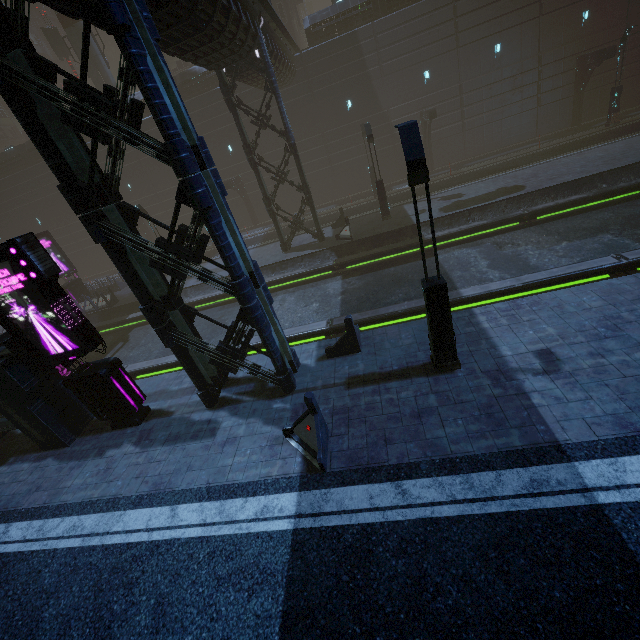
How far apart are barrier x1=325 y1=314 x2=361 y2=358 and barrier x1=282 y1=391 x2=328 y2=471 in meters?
2.7

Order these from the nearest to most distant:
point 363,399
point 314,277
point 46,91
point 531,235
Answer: point 46,91 → point 363,399 → point 531,235 → point 314,277

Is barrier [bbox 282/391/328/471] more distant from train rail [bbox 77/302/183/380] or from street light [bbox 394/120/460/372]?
train rail [bbox 77/302/183/380]

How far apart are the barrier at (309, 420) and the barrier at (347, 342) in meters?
2.7 m

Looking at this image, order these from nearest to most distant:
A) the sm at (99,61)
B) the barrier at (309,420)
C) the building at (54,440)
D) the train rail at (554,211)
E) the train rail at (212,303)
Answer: the barrier at (309,420)
the building at (54,440)
the train rail at (554,211)
the train rail at (212,303)
the sm at (99,61)

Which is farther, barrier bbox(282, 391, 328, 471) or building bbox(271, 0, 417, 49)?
building bbox(271, 0, 417, 49)

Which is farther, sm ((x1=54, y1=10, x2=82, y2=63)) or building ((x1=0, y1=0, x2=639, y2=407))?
sm ((x1=54, y1=10, x2=82, y2=63))

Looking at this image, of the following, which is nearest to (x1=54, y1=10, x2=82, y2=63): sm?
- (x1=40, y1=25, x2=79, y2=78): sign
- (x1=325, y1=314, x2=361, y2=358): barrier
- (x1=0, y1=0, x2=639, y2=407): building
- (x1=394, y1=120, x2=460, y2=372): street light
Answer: (x1=0, y1=0, x2=639, y2=407): building
